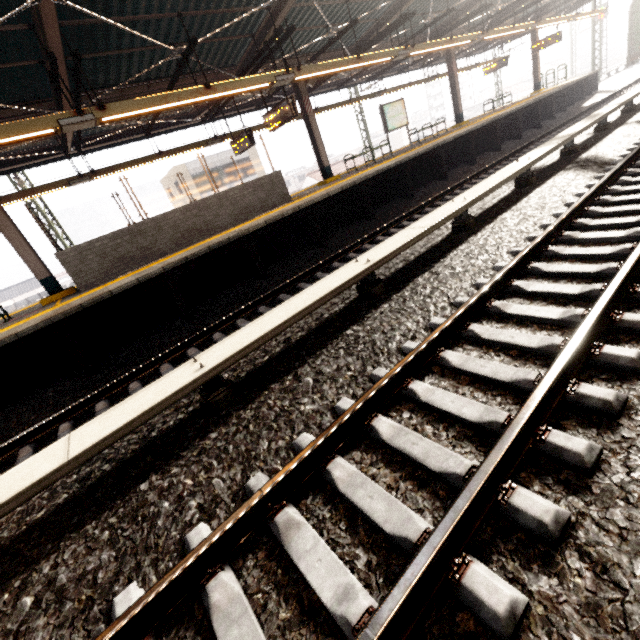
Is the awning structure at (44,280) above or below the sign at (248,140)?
below

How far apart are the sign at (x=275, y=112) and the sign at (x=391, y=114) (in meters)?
6.02

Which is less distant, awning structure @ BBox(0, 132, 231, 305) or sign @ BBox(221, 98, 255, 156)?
awning structure @ BBox(0, 132, 231, 305)

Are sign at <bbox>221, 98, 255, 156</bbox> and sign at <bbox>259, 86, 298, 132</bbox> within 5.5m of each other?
yes

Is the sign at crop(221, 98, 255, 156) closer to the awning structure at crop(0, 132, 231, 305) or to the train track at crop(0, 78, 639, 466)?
the awning structure at crop(0, 132, 231, 305)

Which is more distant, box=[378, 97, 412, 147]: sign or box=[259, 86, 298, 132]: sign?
box=[378, 97, 412, 147]: sign

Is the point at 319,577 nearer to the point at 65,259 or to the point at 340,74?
the point at 65,259

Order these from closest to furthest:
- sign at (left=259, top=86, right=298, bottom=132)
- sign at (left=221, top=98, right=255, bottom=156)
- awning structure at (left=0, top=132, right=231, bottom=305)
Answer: awning structure at (left=0, top=132, right=231, bottom=305) → sign at (left=259, top=86, right=298, bottom=132) → sign at (left=221, top=98, right=255, bottom=156)
